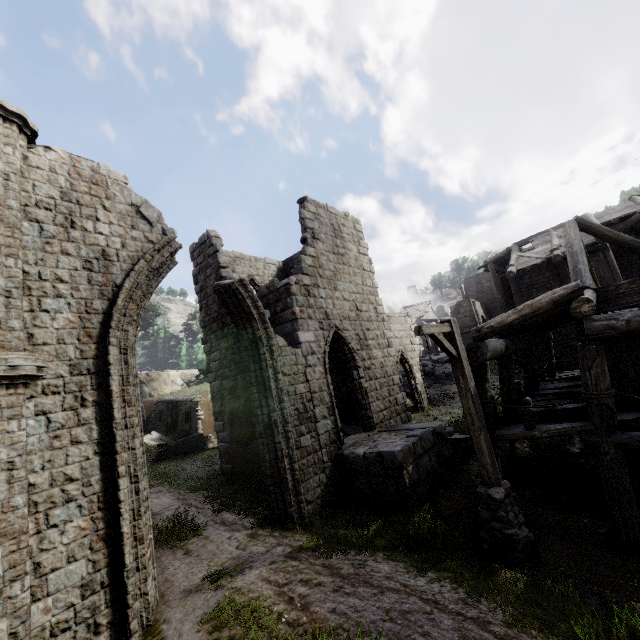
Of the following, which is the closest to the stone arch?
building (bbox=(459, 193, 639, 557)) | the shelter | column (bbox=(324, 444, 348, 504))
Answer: building (bbox=(459, 193, 639, 557))

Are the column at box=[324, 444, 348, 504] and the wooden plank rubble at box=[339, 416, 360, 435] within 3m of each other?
yes

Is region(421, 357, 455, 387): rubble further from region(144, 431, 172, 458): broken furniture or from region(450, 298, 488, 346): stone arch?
region(450, 298, 488, 346): stone arch

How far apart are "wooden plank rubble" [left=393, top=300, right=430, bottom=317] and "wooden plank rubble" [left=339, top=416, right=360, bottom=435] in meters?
38.0

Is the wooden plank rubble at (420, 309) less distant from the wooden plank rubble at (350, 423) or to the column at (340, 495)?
the wooden plank rubble at (350, 423)

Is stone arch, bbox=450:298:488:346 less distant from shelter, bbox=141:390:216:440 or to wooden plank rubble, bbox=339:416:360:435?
shelter, bbox=141:390:216:440

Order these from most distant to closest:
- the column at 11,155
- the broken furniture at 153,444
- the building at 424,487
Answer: the broken furniture at 153,444, the building at 424,487, the column at 11,155

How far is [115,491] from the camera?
5.70m
